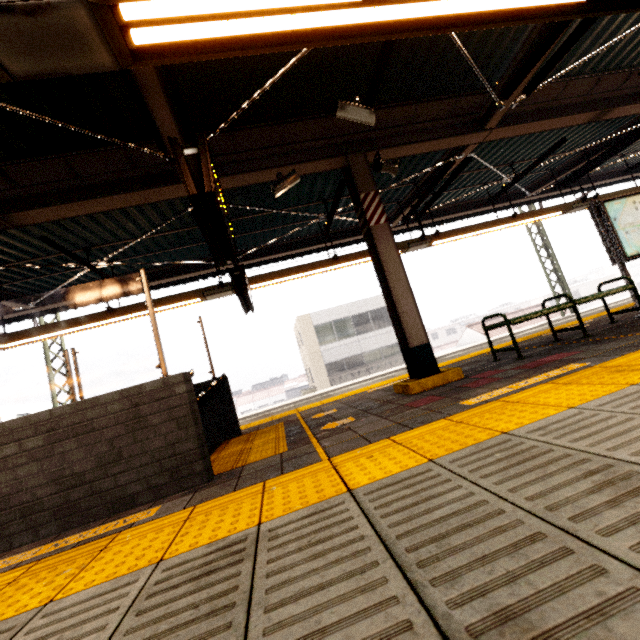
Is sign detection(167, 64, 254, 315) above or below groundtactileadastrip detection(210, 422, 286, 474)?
above

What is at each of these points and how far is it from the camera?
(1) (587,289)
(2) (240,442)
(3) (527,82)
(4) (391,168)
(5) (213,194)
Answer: (1) building, 48.0 meters
(2) groundtactileadastrip, 4.5 meters
(3) awning structure, 4.7 meters
(4) loudspeaker, 5.1 meters
(5) sign, 2.4 meters

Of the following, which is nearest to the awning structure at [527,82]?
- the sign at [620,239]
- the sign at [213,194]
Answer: the sign at [213,194]

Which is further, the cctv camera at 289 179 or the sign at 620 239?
the sign at 620 239

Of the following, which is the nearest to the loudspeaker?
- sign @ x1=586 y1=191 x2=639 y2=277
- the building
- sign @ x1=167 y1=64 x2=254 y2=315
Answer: sign @ x1=167 y1=64 x2=254 y2=315

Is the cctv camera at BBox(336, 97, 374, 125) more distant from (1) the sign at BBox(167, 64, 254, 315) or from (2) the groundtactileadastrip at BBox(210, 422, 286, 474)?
(2) the groundtactileadastrip at BBox(210, 422, 286, 474)

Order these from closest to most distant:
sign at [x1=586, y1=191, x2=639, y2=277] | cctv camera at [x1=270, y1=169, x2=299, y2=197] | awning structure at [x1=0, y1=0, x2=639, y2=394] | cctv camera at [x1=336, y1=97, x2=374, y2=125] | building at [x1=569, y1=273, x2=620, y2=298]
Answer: awning structure at [x1=0, y1=0, x2=639, y2=394], cctv camera at [x1=336, y1=97, x2=374, y2=125], cctv camera at [x1=270, y1=169, x2=299, y2=197], sign at [x1=586, y1=191, x2=639, y2=277], building at [x1=569, y1=273, x2=620, y2=298]

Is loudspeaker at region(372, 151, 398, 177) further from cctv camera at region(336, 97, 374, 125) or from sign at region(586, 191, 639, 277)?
sign at region(586, 191, 639, 277)
